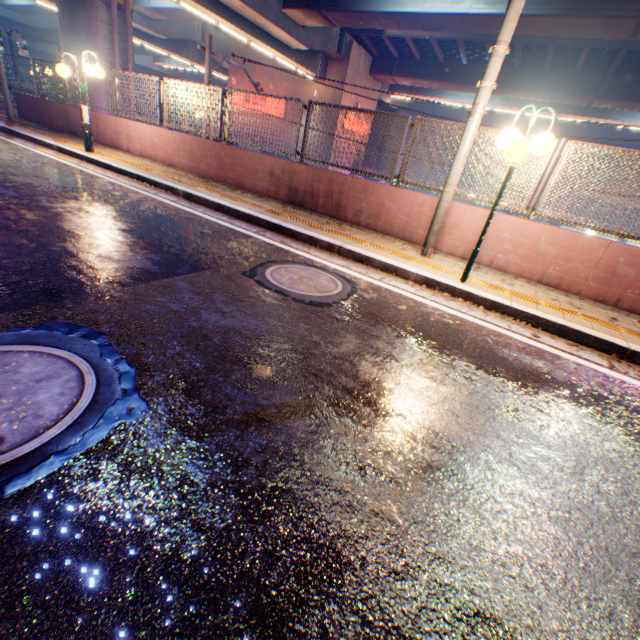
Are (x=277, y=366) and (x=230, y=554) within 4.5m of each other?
yes

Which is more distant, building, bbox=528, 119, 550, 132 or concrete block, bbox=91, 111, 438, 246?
building, bbox=528, 119, 550, 132

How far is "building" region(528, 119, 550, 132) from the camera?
37.6 meters

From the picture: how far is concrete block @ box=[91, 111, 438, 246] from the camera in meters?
6.7 m

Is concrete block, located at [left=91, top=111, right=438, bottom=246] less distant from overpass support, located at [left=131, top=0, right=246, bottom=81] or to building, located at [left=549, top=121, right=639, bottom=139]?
overpass support, located at [left=131, top=0, right=246, bottom=81]

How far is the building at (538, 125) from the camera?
37.6 meters

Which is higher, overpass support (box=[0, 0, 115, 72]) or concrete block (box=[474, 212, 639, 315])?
overpass support (box=[0, 0, 115, 72])

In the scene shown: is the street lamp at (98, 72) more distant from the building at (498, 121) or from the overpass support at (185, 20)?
the building at (498, 121)
